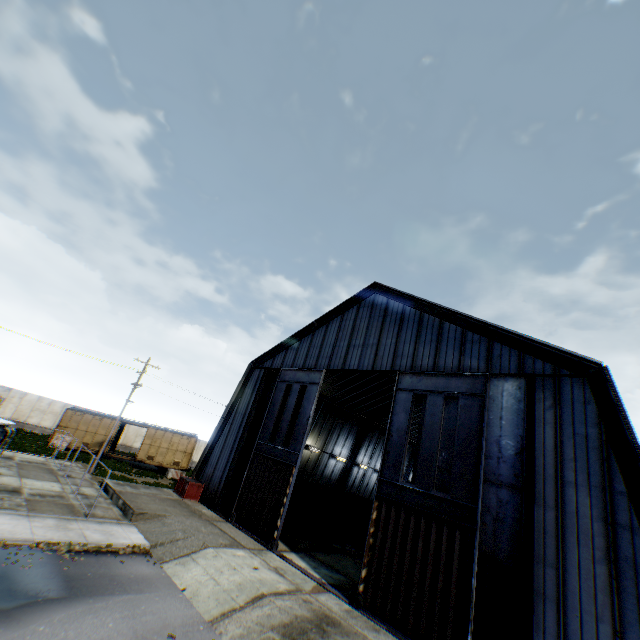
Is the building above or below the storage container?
above

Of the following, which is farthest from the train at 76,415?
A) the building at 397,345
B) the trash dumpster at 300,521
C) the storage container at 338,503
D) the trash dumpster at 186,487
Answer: the trash dumpster at 300,521

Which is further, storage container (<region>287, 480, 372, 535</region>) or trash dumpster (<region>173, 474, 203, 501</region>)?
storage container (<region>287, 480, 372, 535</region>)

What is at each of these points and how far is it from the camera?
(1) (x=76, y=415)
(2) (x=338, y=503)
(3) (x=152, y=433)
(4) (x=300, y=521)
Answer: (1) train, 31.67m
(2) storage container, 28.02m
(3) train, 33.53m
(4) trash dumpster, 23.42m

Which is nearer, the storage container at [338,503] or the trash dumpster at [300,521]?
the trash dumpster at [300,521]

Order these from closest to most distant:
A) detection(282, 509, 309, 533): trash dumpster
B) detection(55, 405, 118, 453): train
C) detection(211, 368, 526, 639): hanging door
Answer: detection(211, 368, 526, 639): hanging door, detection(282, 509, 309, 533): trash dumpster, detection(55, 405, 118, 453): train

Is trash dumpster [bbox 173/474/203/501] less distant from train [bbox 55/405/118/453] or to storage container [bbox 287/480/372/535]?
storage container [bbox 287/480/372/535]

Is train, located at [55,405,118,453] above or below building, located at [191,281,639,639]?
below
